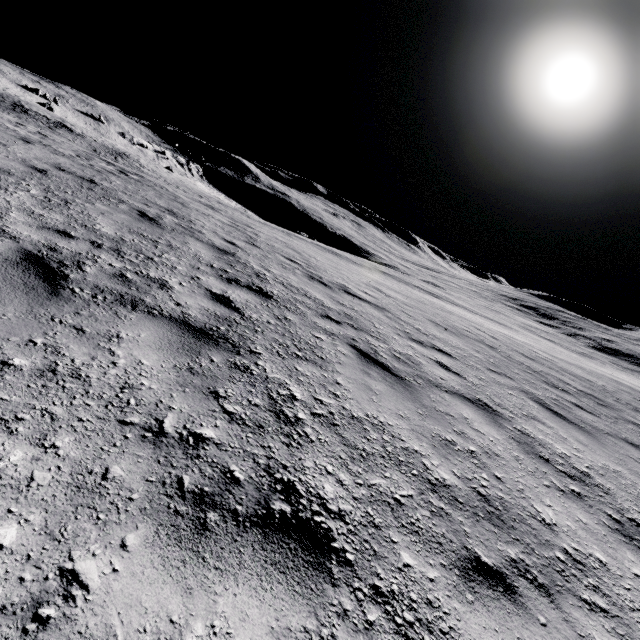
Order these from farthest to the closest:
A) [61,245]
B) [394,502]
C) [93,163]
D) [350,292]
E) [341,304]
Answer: [93,163] → [350,292] → [341,304] → [61,245] → [394,502]
